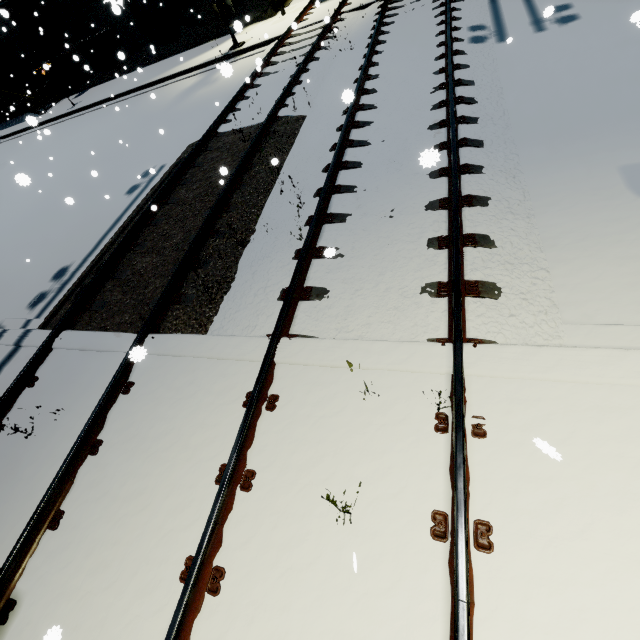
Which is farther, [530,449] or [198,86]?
[198,86]

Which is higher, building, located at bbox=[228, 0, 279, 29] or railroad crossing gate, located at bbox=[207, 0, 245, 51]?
railroad crossing gate, located at bbox=[207, 0, 245, 51]

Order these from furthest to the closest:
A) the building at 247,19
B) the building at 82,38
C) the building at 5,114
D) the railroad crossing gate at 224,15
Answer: the building at 5,114, the building at 82,38, the building at 247,19, the railroad crossing gate at 224,15

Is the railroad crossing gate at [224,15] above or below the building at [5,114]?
above

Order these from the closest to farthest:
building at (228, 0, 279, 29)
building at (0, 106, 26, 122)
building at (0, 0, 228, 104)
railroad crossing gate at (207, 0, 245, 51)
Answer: railroad crossing gate at (207, 0, 245, 51) < building at (228, 0, 279, 29) < building at (0, 0, 228, 104) < building at (0, 106, 26, 122)

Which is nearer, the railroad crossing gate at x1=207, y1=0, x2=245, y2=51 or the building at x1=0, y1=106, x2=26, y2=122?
the railroad crossing gate at x1=207, y1=0, x2=245, y2=51

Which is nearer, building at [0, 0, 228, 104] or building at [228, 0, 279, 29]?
building at [228, 0, 279, 29]
